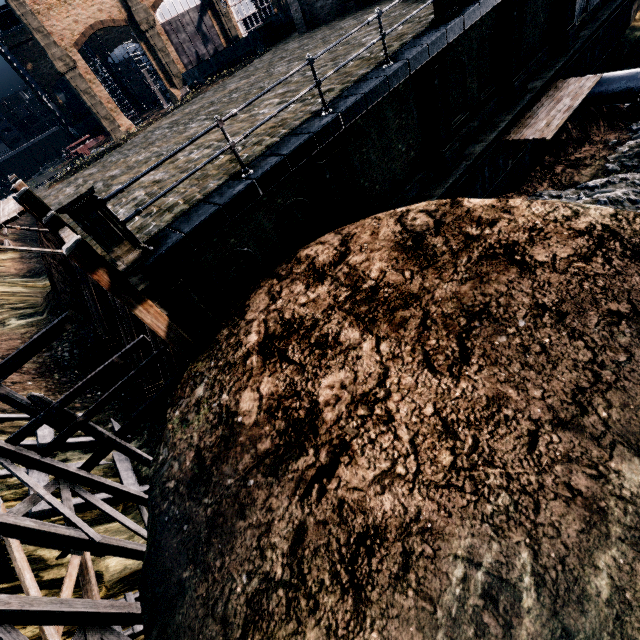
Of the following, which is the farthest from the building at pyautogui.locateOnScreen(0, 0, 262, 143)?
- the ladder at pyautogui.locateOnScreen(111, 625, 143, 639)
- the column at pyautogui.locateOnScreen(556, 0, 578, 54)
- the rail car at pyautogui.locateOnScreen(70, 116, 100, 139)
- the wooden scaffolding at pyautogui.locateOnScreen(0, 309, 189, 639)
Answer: the ladder at pyautogui.locateOnScreen(111, 625, 143, 639)

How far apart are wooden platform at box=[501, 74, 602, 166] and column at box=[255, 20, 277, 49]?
25.36m

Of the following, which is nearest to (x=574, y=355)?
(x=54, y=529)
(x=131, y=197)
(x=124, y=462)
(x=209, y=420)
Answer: (x=209, y=420)

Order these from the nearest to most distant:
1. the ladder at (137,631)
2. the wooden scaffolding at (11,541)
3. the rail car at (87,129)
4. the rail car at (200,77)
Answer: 1. the wooden scaffolding at (11,541)
2. the ladder at (137,631)
3. the rail car at (200,77)
4. the rail car at (87,129)

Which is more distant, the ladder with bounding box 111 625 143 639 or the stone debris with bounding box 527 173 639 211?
the stone debris with bounding box 527 173 639 211

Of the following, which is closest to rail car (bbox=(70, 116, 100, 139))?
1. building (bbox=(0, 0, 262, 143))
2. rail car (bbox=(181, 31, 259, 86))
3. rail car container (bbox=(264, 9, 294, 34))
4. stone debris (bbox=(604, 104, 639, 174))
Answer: Result: building (bbox=(0, 0, 262, 143))

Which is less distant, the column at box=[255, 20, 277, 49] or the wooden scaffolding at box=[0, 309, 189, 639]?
the wooden scaffolding at box=[0, 309, 189, 639]

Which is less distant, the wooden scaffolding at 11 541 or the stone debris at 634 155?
the wooden scaffolding at 11 541
